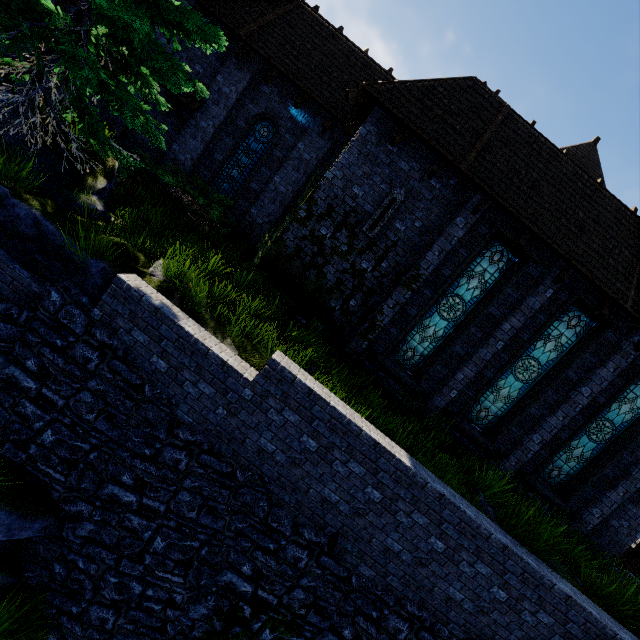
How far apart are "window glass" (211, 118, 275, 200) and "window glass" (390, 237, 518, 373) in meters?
8.4 m

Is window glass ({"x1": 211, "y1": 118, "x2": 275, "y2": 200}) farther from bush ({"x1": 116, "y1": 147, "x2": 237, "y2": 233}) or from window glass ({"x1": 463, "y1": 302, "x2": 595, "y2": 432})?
window glass ({"x1": 463, "y1": 302, "x2": 595, "y2": 432})

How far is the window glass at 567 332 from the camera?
9.5m

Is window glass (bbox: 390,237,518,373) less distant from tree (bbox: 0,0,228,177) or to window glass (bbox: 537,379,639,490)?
window glass (bbox: 537,379,639,490)

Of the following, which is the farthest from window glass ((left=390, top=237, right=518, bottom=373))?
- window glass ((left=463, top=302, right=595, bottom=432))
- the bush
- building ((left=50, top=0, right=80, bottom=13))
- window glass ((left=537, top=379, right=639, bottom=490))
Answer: the bush

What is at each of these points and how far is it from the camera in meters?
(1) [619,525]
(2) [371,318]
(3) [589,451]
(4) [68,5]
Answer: (1) building, 10.3
(2) building, 9.5
(3) window glass, 10.0
(4) building, 9.5

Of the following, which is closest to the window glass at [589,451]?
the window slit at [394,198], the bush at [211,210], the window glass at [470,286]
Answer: the window glass at [470,286]

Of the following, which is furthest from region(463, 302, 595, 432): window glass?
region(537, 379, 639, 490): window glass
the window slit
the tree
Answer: the tree
